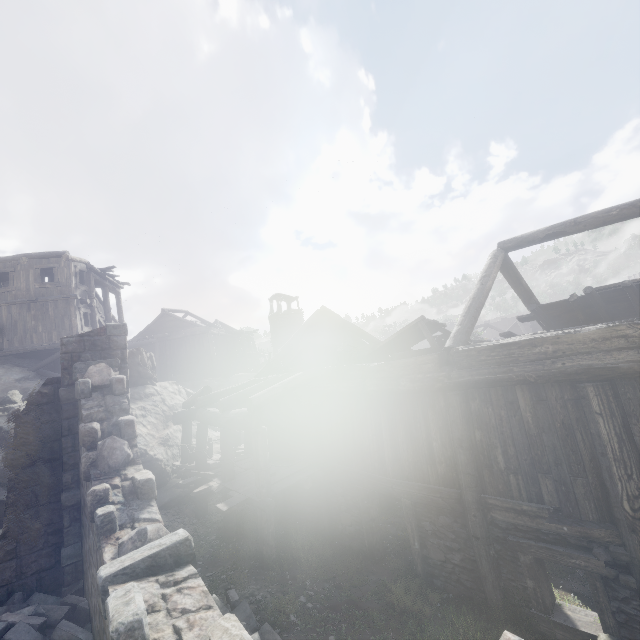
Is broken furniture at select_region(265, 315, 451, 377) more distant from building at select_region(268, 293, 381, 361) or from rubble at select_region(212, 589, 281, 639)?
rubble at select_region(212, 589, 281, 639)

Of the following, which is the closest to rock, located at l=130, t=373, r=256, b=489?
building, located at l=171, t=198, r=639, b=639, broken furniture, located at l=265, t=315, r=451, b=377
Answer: building, located at l=171, t=198, r=639, b=639

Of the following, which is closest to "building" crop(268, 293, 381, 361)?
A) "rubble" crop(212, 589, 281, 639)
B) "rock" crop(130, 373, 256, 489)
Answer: "rock" crop(130, 373, 256, 489)

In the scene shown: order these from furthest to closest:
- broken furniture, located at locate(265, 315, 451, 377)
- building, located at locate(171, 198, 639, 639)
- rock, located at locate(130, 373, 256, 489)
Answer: rock, located at locate(130, 373, 256, 489)
broken furniture, located at locate(265, 315, 451, 377)
building, located at locate(171, 198, 639, 639)

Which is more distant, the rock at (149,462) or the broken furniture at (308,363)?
the rock at (149,462)

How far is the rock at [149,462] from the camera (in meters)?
13.37

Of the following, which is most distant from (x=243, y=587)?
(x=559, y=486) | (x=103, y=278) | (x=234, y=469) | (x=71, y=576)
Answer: (x=103, y=278)
